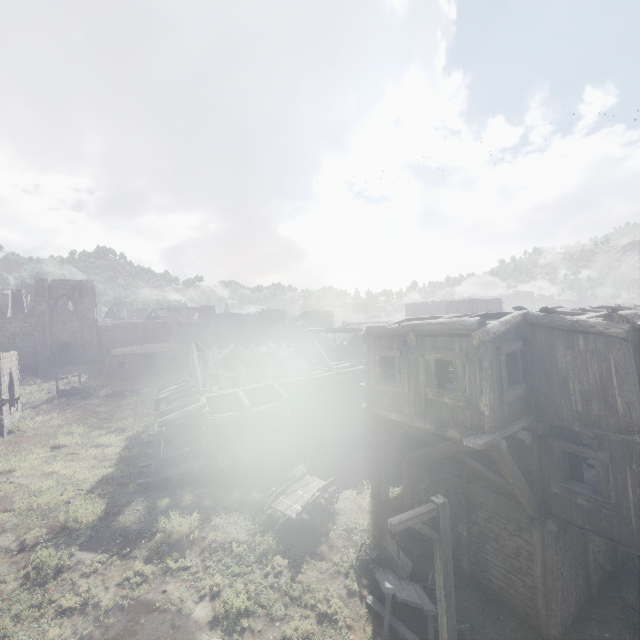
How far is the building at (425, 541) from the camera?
12.3m

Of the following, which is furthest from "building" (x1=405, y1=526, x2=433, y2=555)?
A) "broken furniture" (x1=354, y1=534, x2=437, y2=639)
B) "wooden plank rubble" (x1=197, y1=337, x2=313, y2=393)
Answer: "broken furniture" (x1=354, y1=534, x2=437, y2=639)

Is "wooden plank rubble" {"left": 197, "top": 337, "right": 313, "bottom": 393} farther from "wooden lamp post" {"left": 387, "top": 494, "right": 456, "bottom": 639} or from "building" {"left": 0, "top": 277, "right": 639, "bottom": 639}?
"wooden lamp post" {"left": 387, "top": 494, "right": 456, "bottom": 639}

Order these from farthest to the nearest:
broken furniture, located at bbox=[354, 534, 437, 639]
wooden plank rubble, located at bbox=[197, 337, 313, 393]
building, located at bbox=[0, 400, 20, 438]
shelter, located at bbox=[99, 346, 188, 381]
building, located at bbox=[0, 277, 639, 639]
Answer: shelter, located at bbox=[99, 346, 188, 381]
building, located at bbox=[0, 400, 20, 438]
wooden plank rubble, located at bbox=[197, 337, 313, 393]
broken furniture, located at bbox=[354, 534, 437, 639]
building, located at bbox=[0, 277, 639, 639]

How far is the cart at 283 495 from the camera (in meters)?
13.18

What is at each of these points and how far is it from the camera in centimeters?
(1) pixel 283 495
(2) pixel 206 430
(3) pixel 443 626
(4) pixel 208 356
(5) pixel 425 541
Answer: (1) cart, 1430cm
(2) building, 1698cm
(3) wooden lamp post, 729cm
(4) wooden plank rubble, 2281cm
(5) building, 1259cm

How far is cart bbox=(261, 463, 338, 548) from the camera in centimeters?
1318cm

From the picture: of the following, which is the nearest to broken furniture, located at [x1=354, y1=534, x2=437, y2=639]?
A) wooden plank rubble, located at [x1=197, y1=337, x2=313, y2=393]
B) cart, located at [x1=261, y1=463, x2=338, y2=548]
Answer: cart, located at [x1=261, y1=463, x2=338, y2=548]
